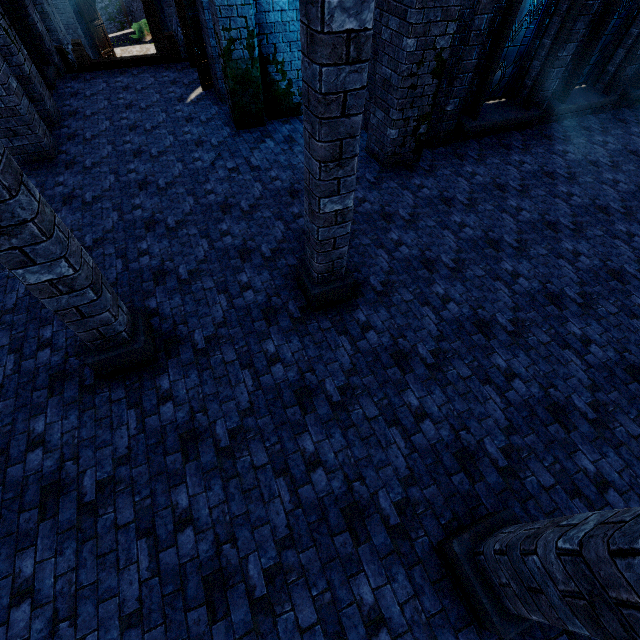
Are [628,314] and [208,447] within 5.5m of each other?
no

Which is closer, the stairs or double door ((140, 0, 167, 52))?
the stairs

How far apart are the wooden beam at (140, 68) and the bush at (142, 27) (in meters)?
18.89

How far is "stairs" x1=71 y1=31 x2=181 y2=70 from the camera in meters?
10.6 m

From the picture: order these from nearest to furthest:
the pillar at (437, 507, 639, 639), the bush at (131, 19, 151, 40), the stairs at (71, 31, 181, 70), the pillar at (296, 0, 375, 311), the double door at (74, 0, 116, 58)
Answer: the pillar at (437, 507, 639, 639)
the pillar at (296, 0, 375, 311)
the stairs at (71, 31, 181, 70)
the double door at (74, 0, 116, 58)
the bush at (131, 19, 151, 40)

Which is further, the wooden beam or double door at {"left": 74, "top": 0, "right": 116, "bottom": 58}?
double door at {"left": 74, "top": 0, "right": 116, "bottom": 58}

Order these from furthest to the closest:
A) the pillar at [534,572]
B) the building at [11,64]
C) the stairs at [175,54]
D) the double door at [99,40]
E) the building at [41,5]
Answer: the double door at [99,40] < the stairs at [175,54] < the building at [41,5] < the building at [11,64] < the pillar at [534,572]

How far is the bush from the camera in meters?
24.4 m
